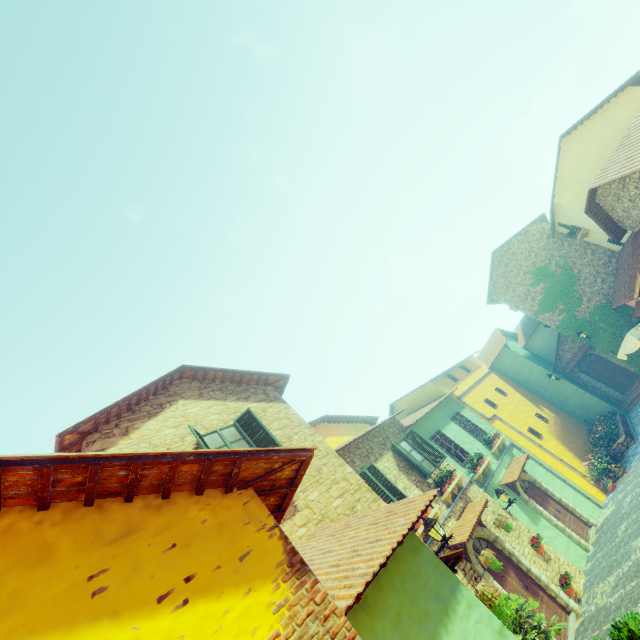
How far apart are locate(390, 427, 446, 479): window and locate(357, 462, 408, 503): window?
1.1m

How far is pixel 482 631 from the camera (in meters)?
4.07

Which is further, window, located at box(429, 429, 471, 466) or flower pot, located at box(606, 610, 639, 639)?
window, located at box(429, 429, 471, 466)

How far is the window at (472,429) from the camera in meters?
15.7 m

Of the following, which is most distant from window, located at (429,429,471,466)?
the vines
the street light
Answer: the vines

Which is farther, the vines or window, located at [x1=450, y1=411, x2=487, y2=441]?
the vines

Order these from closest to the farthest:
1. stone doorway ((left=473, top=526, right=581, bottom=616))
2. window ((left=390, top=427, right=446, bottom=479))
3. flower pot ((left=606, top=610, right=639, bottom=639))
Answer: flower pot ((left=606, top=610, right=639, bottom=639)) → stone doorway ((left=473, top=526, right=581, bottom=616)) → window ((left=390, top=427, right=446, bottom=479))

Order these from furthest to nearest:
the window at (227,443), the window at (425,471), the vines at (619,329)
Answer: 1. the vines at (619,329)
2. the window at (425,471)
3. the window at (227,443)
